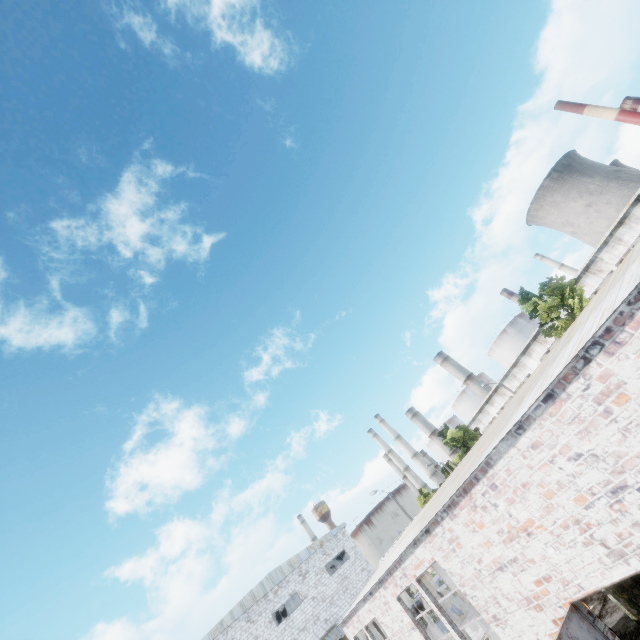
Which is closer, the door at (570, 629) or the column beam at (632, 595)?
the door at (570, 629)

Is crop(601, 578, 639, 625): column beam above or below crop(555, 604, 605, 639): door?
below

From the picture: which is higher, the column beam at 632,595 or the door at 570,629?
the door at 570,629

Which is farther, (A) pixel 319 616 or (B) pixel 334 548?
(B) pixel 334 548

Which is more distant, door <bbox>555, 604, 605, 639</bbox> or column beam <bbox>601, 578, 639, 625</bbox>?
column beam <bbox>601, 578, 639, 625</bbox>
